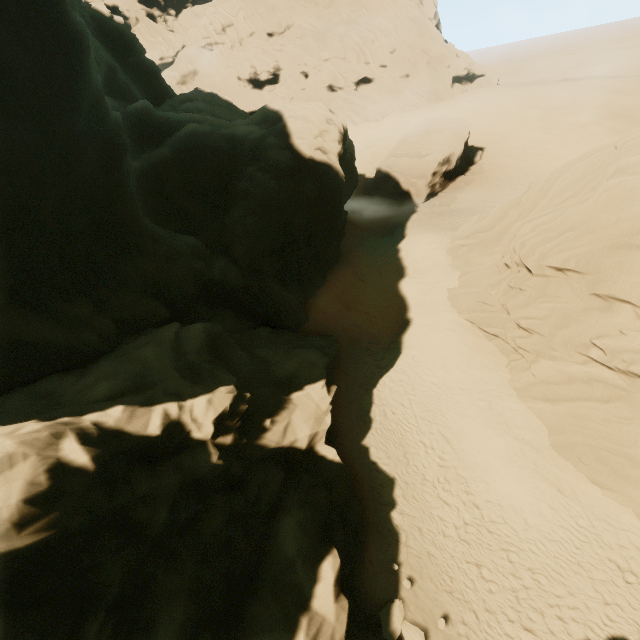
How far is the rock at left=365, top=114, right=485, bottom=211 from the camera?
32.31m

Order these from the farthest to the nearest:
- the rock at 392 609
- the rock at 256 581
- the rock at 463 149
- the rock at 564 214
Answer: the rock at 463 149, the rock at 564 214, the rock at 392 609, the rock at 256 581

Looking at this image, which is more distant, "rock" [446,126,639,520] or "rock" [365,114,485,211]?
"rock" [365,114,485,211]

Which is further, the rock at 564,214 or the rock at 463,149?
the rock at 463,149

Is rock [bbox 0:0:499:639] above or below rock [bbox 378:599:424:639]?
above

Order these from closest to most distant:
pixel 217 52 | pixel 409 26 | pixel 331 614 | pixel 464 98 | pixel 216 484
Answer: pixel 331 614 → pixel 216 484 → pixel 464 98 → pixel 409 26 → pixel 217 52

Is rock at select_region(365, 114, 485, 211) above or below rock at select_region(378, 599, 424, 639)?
above

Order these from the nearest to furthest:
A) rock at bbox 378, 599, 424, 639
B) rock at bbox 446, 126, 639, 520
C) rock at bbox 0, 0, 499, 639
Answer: rock at bbox 0, 0, 499, 639 < rock at bbox 378, 599, 424, 639 < rock at bbox 446, 126, 639, 520
